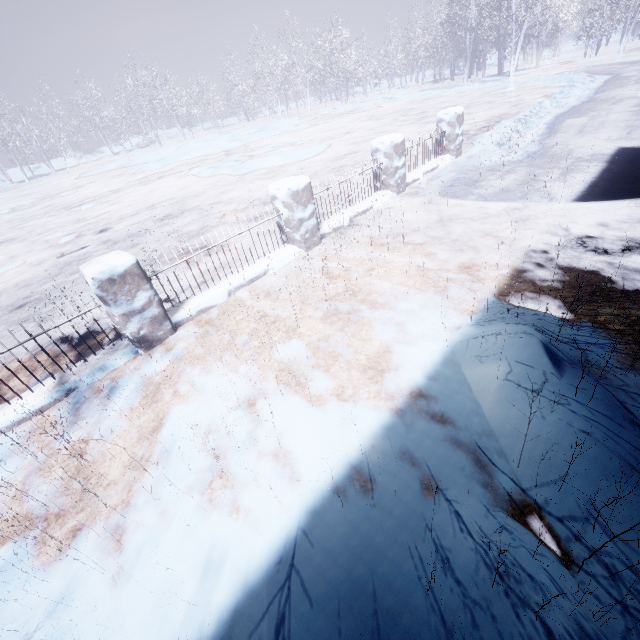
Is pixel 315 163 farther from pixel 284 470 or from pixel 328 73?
pixel 328 73
